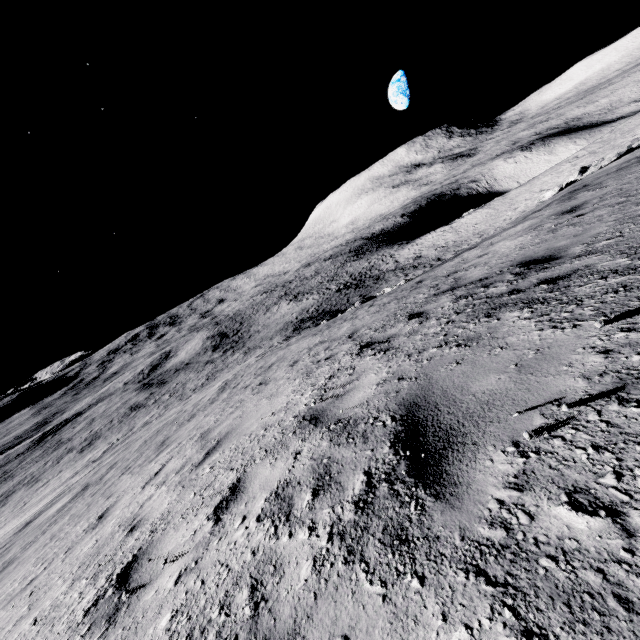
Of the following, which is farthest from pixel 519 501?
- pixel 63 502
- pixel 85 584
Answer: pixel 63 502
